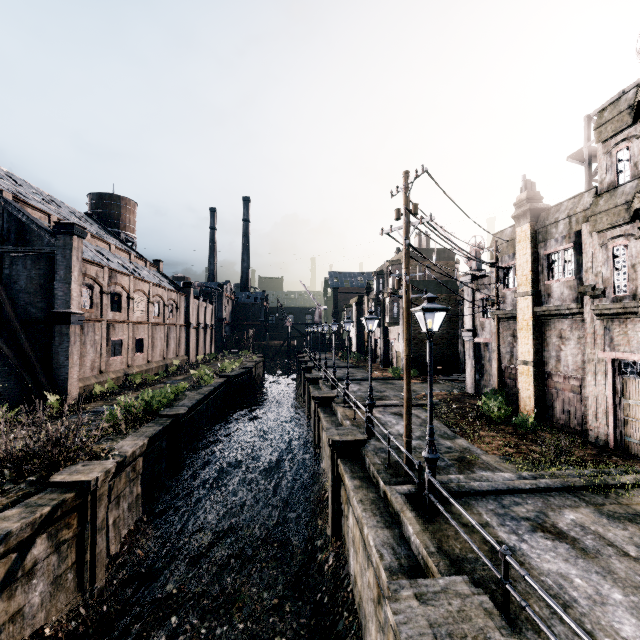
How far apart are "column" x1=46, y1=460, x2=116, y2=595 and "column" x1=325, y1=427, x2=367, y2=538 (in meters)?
7.89

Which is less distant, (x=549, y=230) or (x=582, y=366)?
(x=582, y=366)

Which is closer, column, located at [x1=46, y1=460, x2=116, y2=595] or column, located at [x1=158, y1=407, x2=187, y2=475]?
column, located at [x1=46, y1=460, x2=116, y2=595]

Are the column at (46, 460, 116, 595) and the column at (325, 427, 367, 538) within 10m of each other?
yes

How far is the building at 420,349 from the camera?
35.09m

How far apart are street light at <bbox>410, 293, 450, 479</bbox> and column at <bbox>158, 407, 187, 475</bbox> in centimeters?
1486cm

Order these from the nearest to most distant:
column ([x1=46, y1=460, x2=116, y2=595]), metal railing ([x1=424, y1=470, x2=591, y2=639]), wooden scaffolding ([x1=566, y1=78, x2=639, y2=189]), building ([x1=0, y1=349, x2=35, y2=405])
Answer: metal railing ([x1=424, y1=470, x2=591, y2=639]) → column ([x1=46, y1=460, x2=116, y2=595]) → wooden scaffolding ([x1=566, y1=78, x2=639, y2=189]) → building ([x1=0, y1=349, x2=35, y2=405])

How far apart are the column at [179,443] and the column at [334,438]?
9.41m
